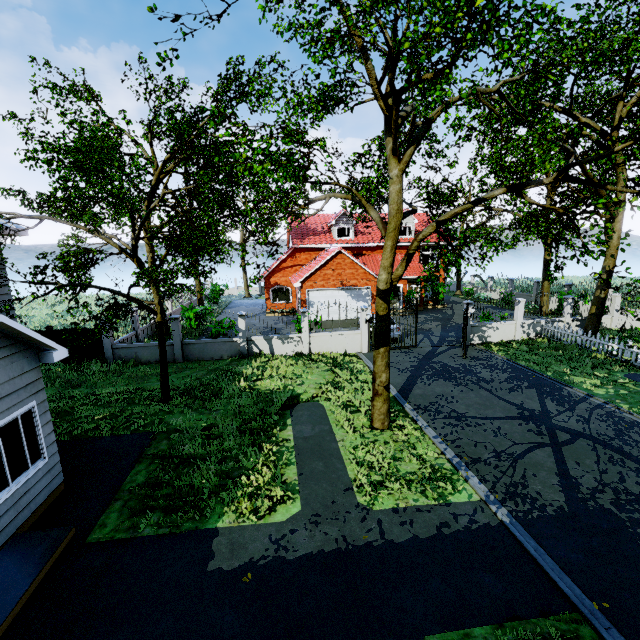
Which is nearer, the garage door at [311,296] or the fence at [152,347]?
the fence at [152,347]

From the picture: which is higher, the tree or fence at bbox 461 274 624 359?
the tree

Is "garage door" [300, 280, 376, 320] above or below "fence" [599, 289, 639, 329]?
above

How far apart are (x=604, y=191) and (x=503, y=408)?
14.6m

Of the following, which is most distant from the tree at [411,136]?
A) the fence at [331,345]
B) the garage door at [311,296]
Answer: the garage door at [311,296]

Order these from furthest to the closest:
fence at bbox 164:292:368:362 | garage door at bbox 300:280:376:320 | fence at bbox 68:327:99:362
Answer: garage door at bbox 300:280:376:320
fence at bbox 164:292:368:362
fence at bbox 68:327:99:362

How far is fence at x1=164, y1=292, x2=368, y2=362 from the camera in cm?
1655
